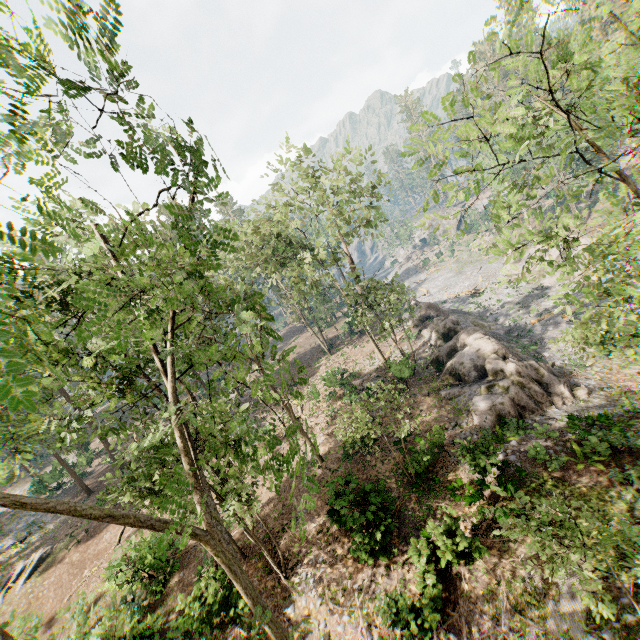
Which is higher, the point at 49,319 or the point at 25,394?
the point at 49,319

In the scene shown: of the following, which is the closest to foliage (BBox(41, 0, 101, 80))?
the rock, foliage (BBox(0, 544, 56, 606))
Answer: foliage (BBox(0, 544, 56, 606))

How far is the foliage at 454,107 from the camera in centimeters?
479cm

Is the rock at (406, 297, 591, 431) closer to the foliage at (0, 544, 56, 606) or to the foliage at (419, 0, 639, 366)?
the foliage at (419, 0, 639, 366)

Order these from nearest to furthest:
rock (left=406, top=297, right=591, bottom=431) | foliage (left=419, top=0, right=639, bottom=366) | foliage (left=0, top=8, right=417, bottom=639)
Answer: foliage (left=0, top=8, right=417, bottom=639) < foliage (left=419, top=0, right=639, bottom=366) < rock (left=406, top=297, right=591, bottom=431)

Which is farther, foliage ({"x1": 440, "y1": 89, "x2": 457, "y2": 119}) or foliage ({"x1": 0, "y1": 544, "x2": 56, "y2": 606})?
foliage ({"x1": 0, "y1": 544, "x2": 56, "y2": 606})

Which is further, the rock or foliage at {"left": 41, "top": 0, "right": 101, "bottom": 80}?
the rock
